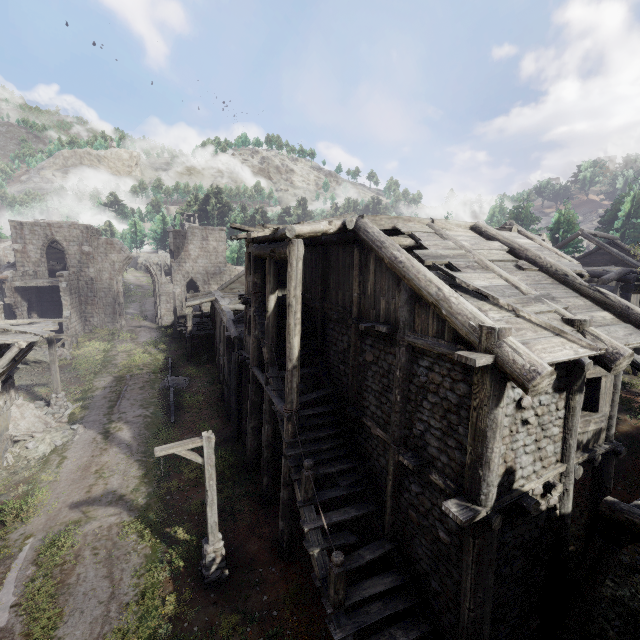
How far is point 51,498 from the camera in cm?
1267

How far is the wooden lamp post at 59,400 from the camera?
18.06m

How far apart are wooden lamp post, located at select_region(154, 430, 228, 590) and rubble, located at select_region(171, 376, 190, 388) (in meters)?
12.84

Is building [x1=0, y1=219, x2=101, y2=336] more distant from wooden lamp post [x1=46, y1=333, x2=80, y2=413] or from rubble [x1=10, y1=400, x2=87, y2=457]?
wooden lamp post [x1=46, y1=333, x2=80, y2=413]

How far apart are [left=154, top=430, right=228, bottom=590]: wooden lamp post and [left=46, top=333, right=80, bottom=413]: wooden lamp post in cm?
1315

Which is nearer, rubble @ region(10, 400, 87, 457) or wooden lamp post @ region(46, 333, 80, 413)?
rubble @ region(10, 400, 87, 457)

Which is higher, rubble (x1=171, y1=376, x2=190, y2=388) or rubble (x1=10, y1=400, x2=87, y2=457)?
rubble (x1=171, y1=376, x2=190, y2=388)

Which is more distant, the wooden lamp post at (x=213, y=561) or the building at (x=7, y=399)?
the building at (x=7, y=399)
